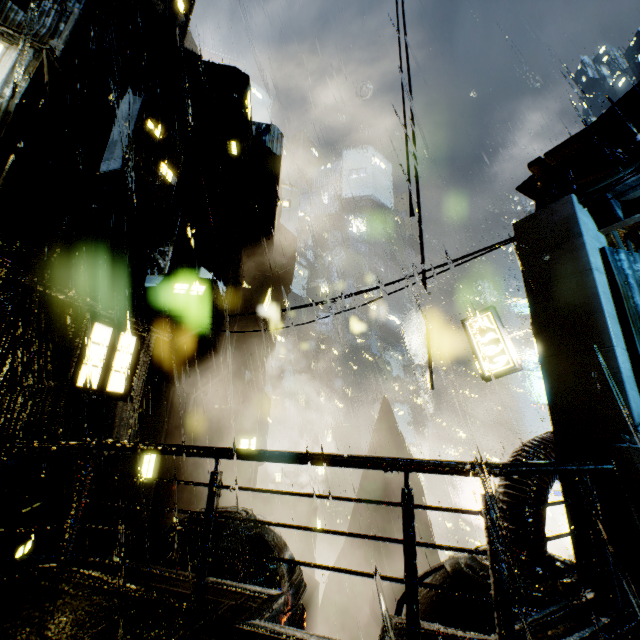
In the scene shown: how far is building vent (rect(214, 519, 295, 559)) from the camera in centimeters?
980cm

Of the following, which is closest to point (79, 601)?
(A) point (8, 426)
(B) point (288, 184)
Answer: (A) point (8, 426)

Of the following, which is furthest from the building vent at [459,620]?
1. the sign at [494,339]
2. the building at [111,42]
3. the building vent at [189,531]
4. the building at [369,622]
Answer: the sign at [494,339]

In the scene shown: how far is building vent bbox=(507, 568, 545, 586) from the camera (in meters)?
5.08

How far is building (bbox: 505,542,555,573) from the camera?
5.4 meters

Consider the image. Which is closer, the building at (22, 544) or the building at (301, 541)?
the building at (22, 544)

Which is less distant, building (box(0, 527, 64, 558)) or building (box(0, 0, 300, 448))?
building (box(0, 527, 64, 558))

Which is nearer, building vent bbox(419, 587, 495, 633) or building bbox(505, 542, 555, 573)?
building vent bbox(419, 587, 495, 633)
